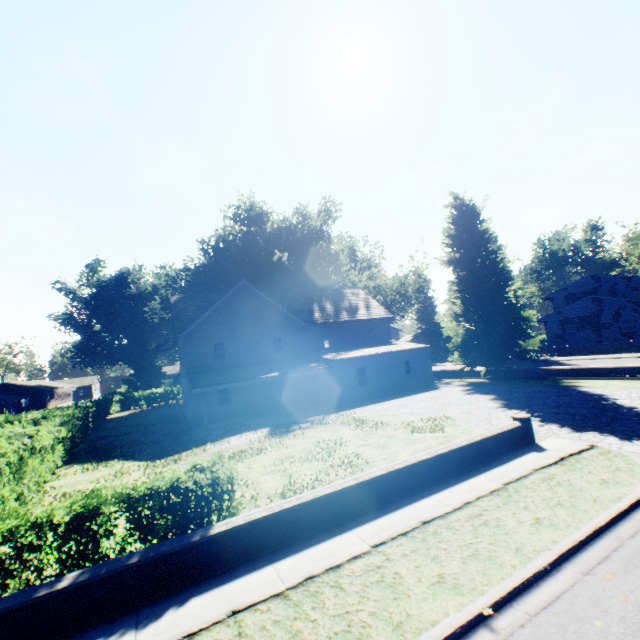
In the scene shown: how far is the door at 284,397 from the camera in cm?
2775

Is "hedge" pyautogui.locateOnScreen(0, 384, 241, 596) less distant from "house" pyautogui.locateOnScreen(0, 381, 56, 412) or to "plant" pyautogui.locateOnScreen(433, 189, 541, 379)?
"plant" pyautogui.locateOnScreen(433, 189, 541, 379)

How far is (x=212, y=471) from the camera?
7.0m

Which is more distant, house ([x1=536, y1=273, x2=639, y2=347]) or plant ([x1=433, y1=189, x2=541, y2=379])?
house ([x1=536, y1=273, x2=639, y2=347])

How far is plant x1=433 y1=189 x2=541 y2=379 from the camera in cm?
2448

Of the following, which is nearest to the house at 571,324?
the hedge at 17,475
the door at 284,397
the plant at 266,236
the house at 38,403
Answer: the plant at 266,236

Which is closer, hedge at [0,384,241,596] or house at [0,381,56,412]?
hedge at [0,384,241,596]

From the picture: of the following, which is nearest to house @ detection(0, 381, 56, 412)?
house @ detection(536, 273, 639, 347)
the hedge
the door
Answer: the hedge
